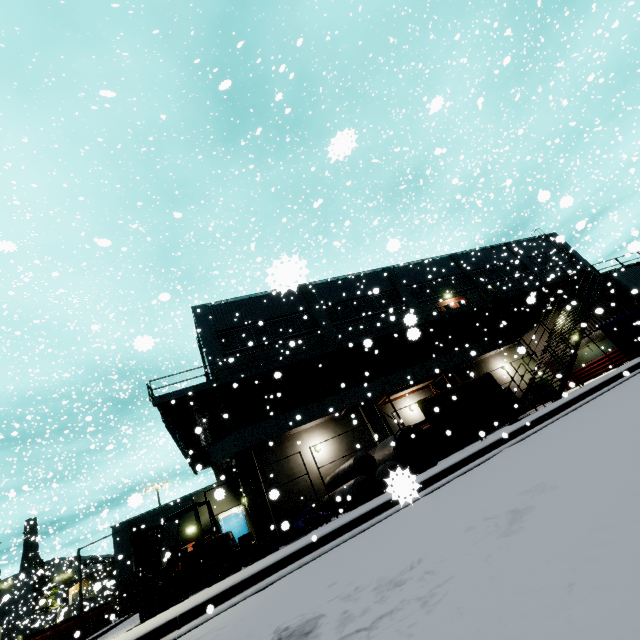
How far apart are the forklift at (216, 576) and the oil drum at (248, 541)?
6.9m

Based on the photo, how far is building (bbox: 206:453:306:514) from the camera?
16.5 meters

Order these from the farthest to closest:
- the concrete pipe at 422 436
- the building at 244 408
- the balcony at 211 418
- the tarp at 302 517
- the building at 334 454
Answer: the building at 244 408, the building at 334 454, the balcony at 211 418, the concrete pipe at 422 436, the tarp at 302 517

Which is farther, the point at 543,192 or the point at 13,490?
the point at 13,490

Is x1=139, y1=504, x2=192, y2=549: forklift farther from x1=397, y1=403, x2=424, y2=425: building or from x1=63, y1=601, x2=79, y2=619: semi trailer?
x1=63, y1=601, x2=79, y2=619: semi trailer

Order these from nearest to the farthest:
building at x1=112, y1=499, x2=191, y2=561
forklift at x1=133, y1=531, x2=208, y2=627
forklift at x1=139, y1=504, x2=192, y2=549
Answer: forklift at x1=133, y1=531, x2=208, y2=627, forklift at x1=139, y1=504, x2=192, y2=549, building at x1=112, y1=499, x2=191, y2=561

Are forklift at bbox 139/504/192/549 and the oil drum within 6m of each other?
no

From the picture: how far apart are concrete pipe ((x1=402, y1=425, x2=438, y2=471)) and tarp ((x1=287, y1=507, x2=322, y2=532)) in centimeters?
265cm
